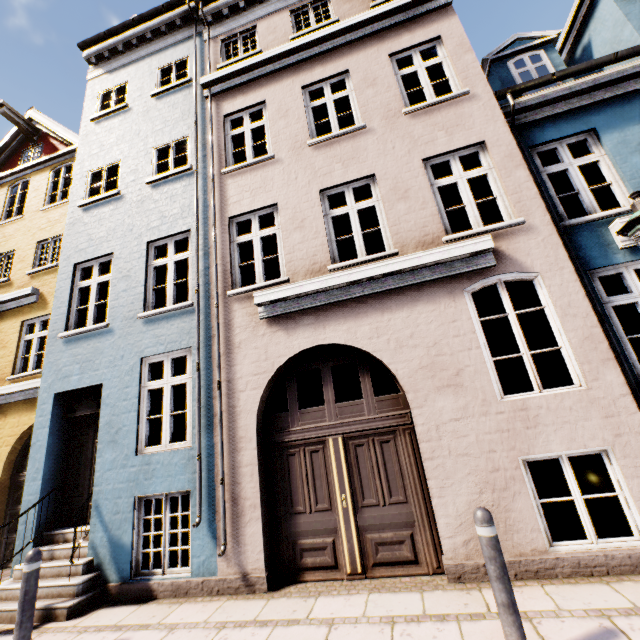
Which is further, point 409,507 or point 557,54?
point 557,54

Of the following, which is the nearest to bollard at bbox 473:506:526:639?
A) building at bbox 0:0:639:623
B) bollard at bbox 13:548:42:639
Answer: building at bbox 0:0:639:623

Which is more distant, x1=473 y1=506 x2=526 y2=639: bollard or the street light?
the street light

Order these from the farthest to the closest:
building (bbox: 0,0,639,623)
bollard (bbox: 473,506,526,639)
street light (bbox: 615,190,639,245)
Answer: building (bbox: 0,0,639,623) → street light (bbox: 615,190,639,245) → bollard (bbox: 473,506,526,639)

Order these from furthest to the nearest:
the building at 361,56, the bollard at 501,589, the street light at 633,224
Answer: the building at 361,56 < the street light at 633,224 < the bollard at 501,589

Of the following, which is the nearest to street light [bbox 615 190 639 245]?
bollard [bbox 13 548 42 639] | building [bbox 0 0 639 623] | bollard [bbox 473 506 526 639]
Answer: building [bbox 0 0 639 623]

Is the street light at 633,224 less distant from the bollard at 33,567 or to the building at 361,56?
the building at 361,56
